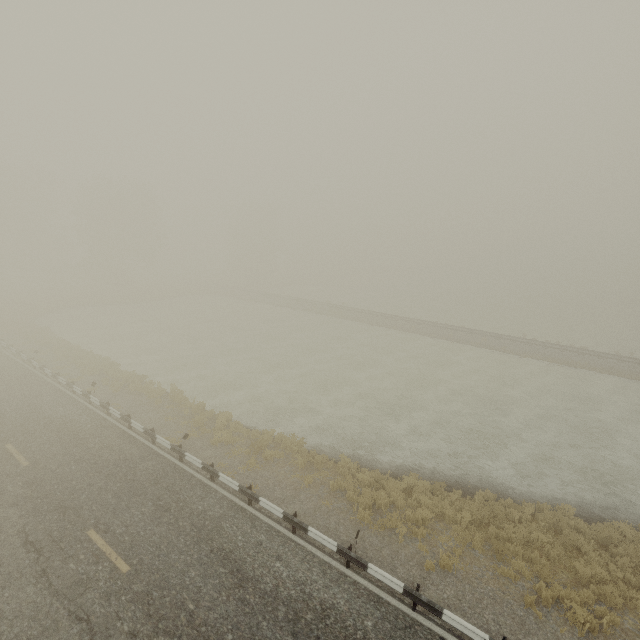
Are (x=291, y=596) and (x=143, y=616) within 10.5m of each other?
yes
